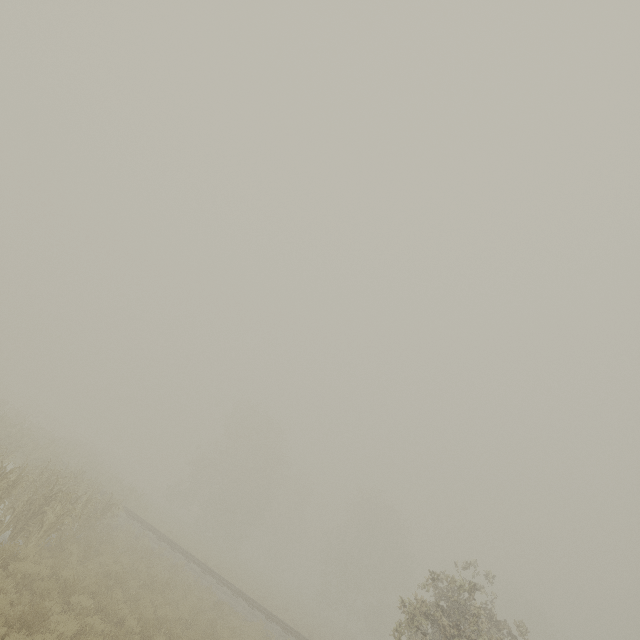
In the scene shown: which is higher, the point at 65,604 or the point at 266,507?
the point at 266,507
